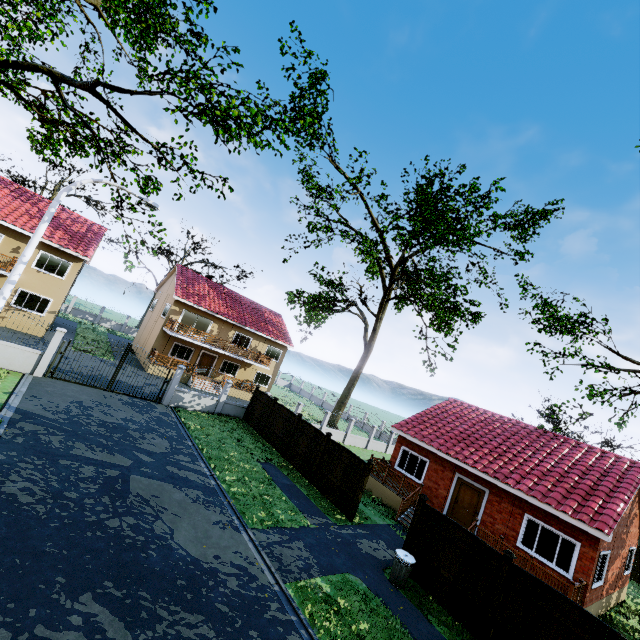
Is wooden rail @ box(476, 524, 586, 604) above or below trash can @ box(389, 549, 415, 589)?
above

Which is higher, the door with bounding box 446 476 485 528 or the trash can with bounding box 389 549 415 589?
the door with bounding box 446 476 485 528

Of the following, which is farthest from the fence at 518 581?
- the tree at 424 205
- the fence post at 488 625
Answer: the tree at 424 205

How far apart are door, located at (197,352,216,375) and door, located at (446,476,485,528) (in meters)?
23.11

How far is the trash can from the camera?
10.2m

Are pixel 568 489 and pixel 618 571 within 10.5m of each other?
yes

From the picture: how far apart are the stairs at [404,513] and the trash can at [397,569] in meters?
3.7

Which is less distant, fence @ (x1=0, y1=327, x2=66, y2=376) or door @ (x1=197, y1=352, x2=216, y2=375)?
fence @ (x1=0, y1=327, x2=66, y2=376)
